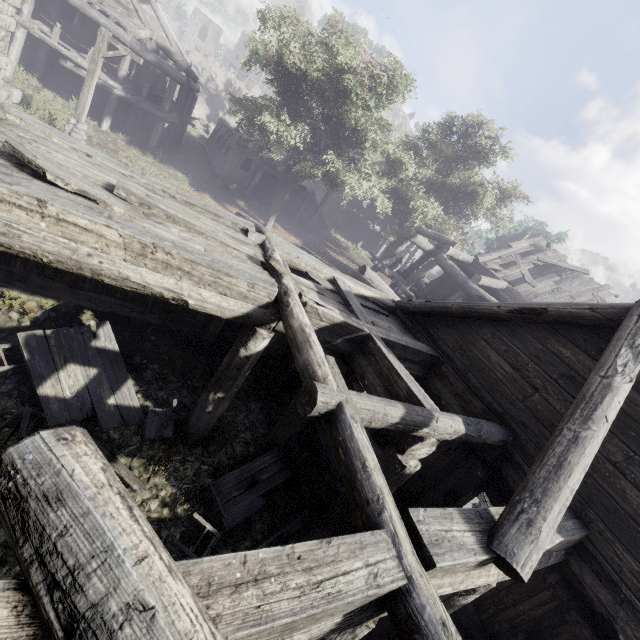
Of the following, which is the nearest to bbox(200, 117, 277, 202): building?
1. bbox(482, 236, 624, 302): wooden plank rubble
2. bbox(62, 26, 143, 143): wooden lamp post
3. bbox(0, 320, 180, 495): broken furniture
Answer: bbox(482, 236, 624, 302): wooden plank rubble

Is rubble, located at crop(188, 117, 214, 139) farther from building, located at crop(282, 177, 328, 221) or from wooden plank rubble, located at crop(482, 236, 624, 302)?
wooden plank rubble, located at crop(482, 236, 624, 302)

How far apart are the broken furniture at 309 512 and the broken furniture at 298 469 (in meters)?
0.51

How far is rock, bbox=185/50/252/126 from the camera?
37.9 meters

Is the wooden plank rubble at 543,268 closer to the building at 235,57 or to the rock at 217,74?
the building at 235,57

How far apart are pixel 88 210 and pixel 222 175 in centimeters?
2138cm

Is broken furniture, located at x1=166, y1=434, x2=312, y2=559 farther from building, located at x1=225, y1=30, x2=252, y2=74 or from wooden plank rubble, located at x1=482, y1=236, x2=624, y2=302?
wooden plank rubble, located at x1=482, y1=236, x2=624, y2=302

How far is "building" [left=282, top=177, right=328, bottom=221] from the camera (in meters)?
25.86
